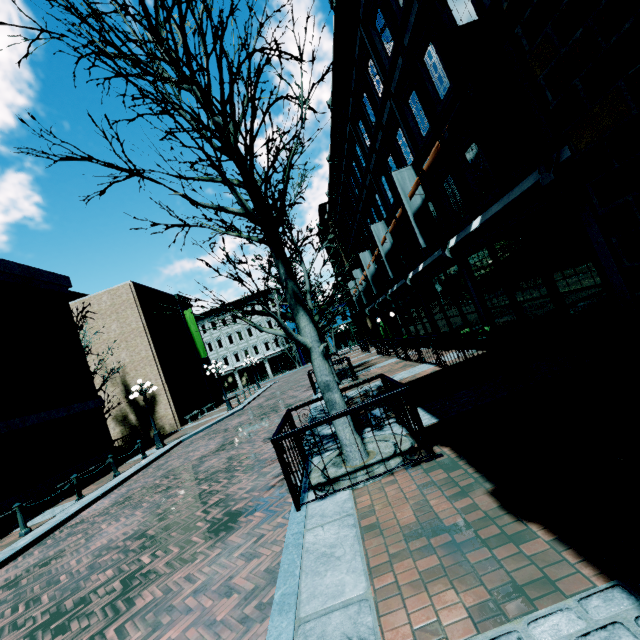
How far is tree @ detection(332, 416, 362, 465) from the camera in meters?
5.1

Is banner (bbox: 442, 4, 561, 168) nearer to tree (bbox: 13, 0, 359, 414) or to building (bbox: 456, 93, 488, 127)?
building (bbox: 456, 93, 488, 127)

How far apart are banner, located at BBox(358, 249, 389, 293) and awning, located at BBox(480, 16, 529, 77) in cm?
1513

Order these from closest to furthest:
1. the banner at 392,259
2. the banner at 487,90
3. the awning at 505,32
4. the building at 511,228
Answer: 1. the building at 511,228
2. the awning at 505,32
3. the banner at 487,90
4. the banner at 392,259

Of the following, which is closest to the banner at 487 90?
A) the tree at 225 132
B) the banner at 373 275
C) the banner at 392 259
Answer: the tree at 225 132

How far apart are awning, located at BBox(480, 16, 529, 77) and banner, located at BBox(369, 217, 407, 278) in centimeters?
1010cm

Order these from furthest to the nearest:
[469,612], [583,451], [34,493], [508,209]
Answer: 1. [34,493]
2. [508,209]
3. [583,451]
4. [469,612]

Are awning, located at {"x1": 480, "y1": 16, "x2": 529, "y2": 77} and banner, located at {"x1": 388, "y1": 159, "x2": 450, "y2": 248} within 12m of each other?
yes
